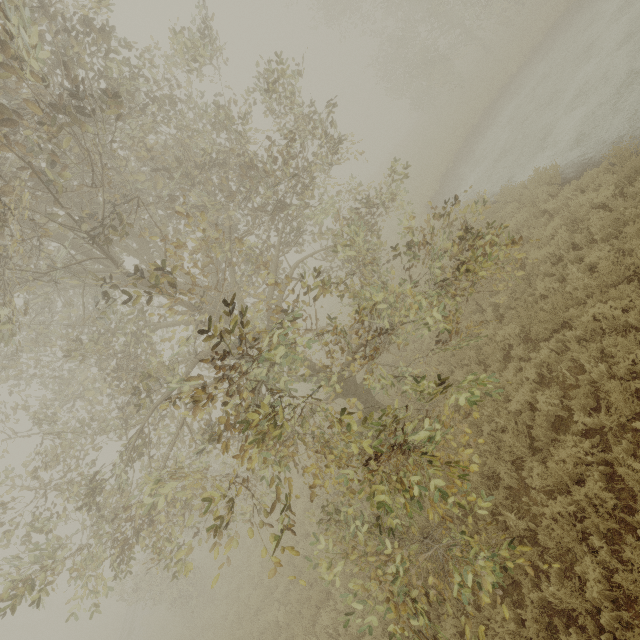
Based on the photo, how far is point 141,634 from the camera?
19.5m
